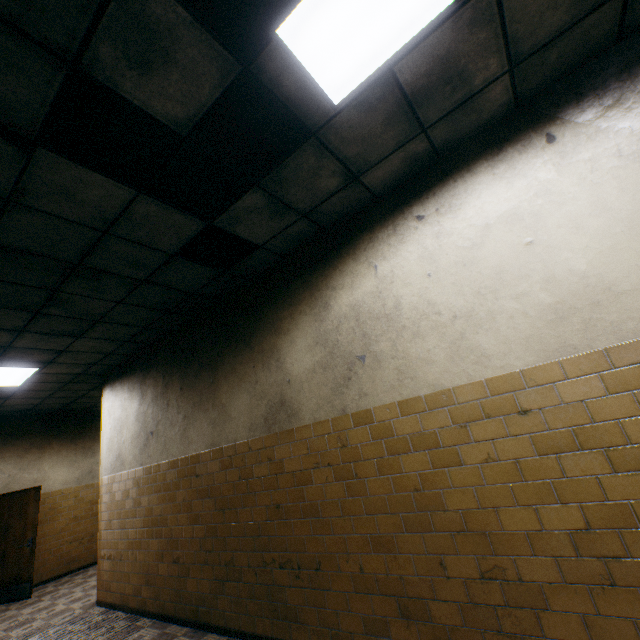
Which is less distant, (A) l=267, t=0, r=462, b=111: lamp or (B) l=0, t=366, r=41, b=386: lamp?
(A) l=267, t=0, r=462, b=111: lamp

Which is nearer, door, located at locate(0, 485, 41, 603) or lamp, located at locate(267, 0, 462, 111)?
lamp, located at locate(267, 0, 462, 111)

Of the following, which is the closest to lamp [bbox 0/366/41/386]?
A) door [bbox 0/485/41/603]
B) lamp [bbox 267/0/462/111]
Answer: door [bbox 0/485/41/603]

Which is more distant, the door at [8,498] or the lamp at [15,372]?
the door at [8,498]

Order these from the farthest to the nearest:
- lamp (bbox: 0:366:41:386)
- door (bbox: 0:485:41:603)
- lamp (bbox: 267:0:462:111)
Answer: door (bbox: 0:485:41:603), lamp (bbox: 0:366:41:386), lamp (bbox: 267:0:462:111)

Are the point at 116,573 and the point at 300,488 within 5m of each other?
yes

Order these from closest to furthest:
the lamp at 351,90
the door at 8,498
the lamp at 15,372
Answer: the lamp at 351,90, the lamp at 15,372, the door at 8,498

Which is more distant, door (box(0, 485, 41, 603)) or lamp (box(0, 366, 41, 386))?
door (box(0, 485, 41, 603))
